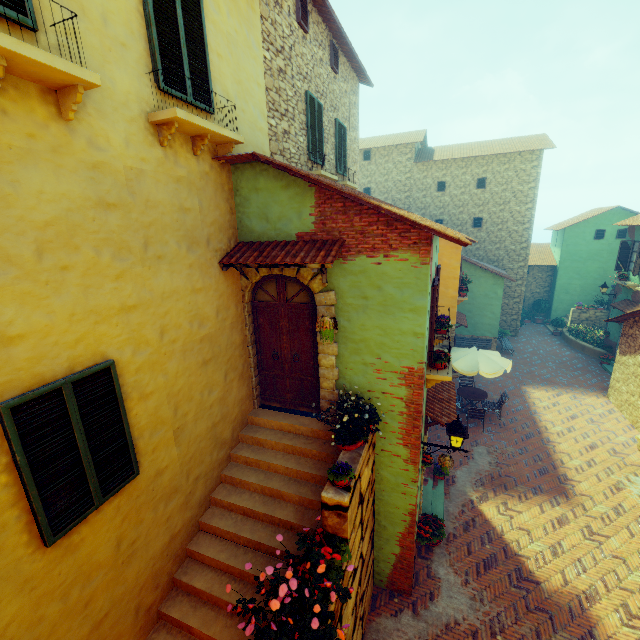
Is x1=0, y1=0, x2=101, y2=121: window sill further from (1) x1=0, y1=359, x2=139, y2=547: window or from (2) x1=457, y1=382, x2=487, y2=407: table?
(2) x1=457, y1=382, x2=487, y2=407: table

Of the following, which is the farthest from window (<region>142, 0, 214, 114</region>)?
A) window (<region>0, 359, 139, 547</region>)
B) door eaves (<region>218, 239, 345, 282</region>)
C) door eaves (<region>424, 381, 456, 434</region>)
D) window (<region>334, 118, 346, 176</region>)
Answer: door eaves (<region>424, 381, 456, 434</region>)

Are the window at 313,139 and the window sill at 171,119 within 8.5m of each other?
yes

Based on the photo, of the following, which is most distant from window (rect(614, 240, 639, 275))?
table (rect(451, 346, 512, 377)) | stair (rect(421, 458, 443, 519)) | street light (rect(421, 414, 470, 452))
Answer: stair (rect(421, 458, 443, 519))

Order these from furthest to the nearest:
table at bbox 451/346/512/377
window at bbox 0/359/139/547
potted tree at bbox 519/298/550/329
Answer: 1. potted tree at bbox 519/298/550/329
2. table at bbox 451/346/512/377
3. window at bbox 0/359/139/547

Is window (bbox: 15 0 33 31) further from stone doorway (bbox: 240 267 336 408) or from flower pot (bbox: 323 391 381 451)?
flower pot (bbox: 323 391 381 451)

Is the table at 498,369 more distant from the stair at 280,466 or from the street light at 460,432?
the stair at 280,466

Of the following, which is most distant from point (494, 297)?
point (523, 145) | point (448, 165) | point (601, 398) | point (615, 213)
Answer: point (615, 213)
